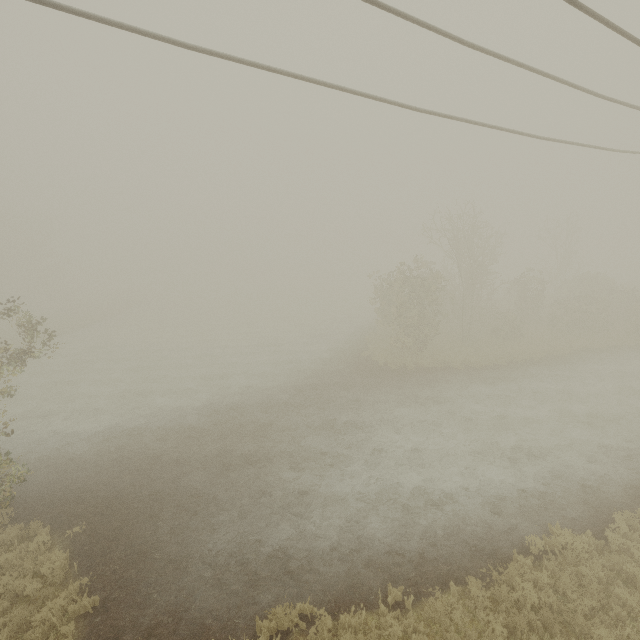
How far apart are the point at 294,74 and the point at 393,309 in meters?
18.1
